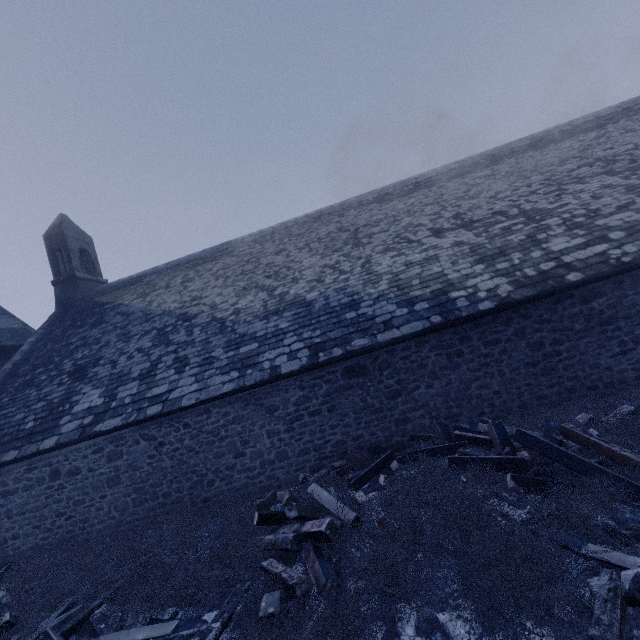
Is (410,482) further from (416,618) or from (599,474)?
(599,474)

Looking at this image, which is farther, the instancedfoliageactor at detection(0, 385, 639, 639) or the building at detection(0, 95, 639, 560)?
the building at detection(0, 95, 639, 560)

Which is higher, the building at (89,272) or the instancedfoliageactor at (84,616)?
the building at (89,272)

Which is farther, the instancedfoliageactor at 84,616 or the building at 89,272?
the building at 89,272

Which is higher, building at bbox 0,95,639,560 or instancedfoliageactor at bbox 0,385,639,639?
building at bbox 0,95,639,560
